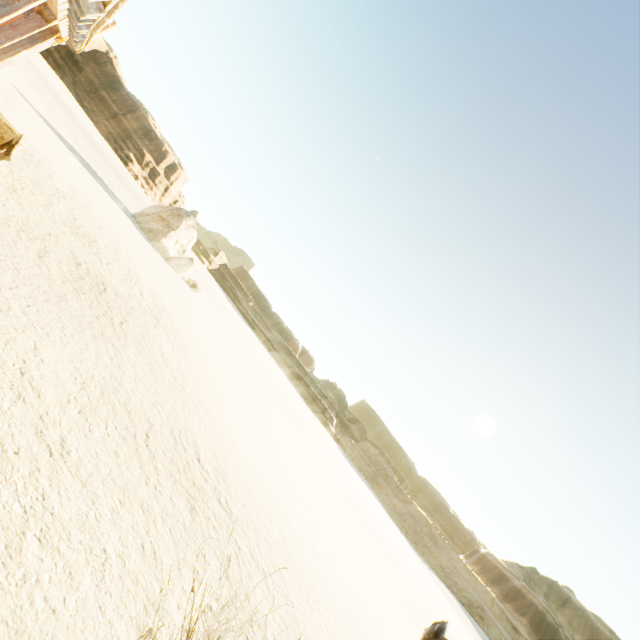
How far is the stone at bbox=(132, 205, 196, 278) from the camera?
25.5 meters

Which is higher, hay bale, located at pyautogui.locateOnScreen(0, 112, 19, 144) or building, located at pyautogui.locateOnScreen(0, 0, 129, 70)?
building, located at pyautogui.locateOnScreen(0, 0, 129, 70)

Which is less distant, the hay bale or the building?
the building

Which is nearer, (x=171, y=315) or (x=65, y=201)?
(x=65, y=201)

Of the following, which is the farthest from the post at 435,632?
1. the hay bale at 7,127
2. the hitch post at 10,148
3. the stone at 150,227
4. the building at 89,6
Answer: the stone at 150,227

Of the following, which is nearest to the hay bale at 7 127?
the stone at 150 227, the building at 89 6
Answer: the building at 89 6

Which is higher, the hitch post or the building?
the building

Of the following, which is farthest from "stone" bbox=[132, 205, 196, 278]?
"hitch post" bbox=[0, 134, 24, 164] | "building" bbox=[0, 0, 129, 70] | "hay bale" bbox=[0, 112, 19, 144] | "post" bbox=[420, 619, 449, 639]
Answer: "post" bbox=[420, 619, 449, 639]
